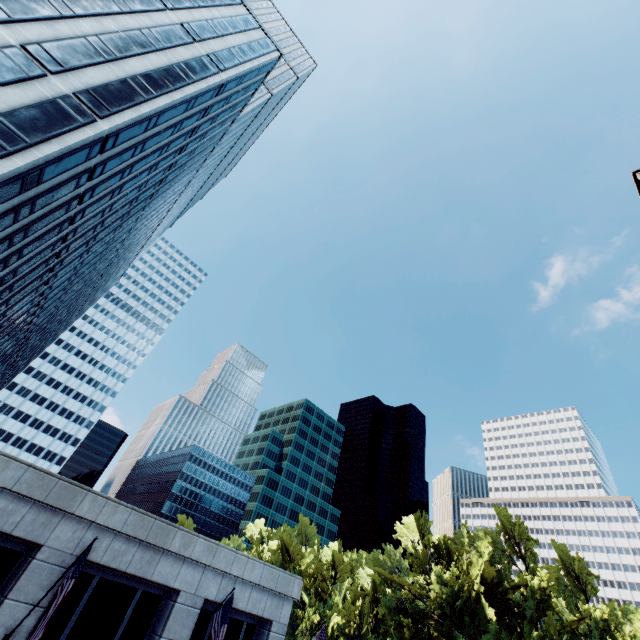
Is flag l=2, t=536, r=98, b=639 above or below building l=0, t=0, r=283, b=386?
below

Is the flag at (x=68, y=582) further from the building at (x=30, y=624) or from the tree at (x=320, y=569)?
the tree at (x=320, y=569)

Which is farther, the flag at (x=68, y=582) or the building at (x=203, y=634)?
the building at (x=203, y=634)

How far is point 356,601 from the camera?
45.9m

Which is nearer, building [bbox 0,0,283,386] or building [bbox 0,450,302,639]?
building [bbox 0,450,302,639]

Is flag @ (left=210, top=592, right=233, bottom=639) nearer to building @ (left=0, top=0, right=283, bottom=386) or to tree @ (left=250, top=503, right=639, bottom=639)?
building @ (left=0, top=0, right=283, bottom=386)

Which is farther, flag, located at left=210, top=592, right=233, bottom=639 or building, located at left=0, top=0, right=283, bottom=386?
building, located at left=0, top=0, right=283, bottom=386
